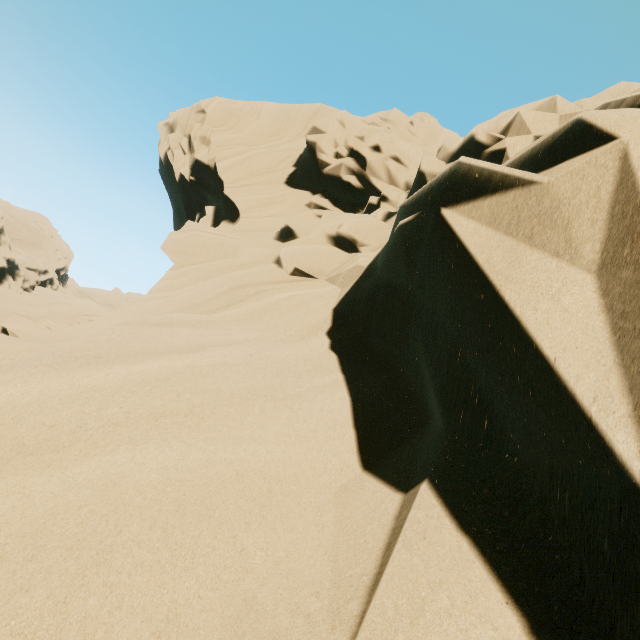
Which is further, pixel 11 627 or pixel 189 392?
pixel 189 392
